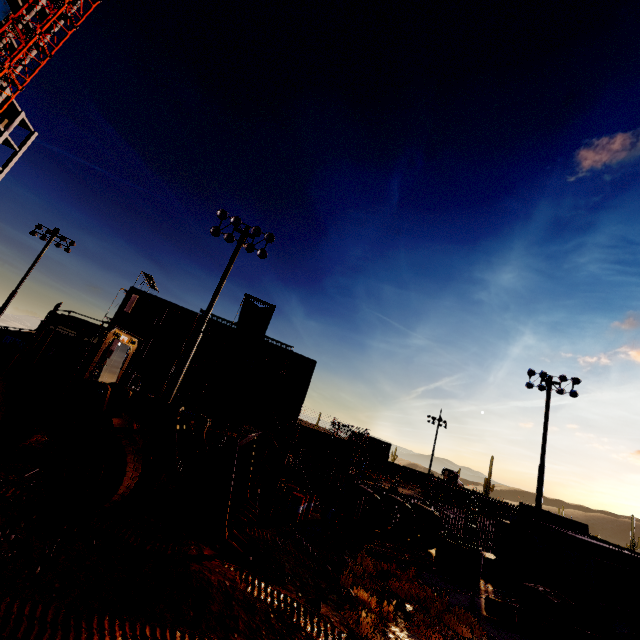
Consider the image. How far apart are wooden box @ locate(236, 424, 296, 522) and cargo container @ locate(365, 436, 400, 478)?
39.5m

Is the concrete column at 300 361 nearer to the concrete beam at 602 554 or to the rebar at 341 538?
the rebar at 341 538

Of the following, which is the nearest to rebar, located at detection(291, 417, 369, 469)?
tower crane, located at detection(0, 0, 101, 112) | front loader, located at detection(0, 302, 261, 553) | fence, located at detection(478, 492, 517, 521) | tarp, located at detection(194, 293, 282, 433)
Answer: tarp, located at detection(194, 293, 282, 433)

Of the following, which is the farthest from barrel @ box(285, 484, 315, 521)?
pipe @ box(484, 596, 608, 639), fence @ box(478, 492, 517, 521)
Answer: fence @ box(478, 492, 517, 521)

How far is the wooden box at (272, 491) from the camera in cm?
1168

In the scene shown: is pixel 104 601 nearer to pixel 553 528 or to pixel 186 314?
pixel 553 528

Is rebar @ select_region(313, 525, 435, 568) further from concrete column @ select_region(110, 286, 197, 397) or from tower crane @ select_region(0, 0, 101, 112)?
tower crane @ select_region(0, 0, 101, 112)

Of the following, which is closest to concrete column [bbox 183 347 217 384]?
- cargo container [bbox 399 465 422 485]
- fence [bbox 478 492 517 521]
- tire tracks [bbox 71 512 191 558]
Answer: fence [bbox 478 492 517 521]
